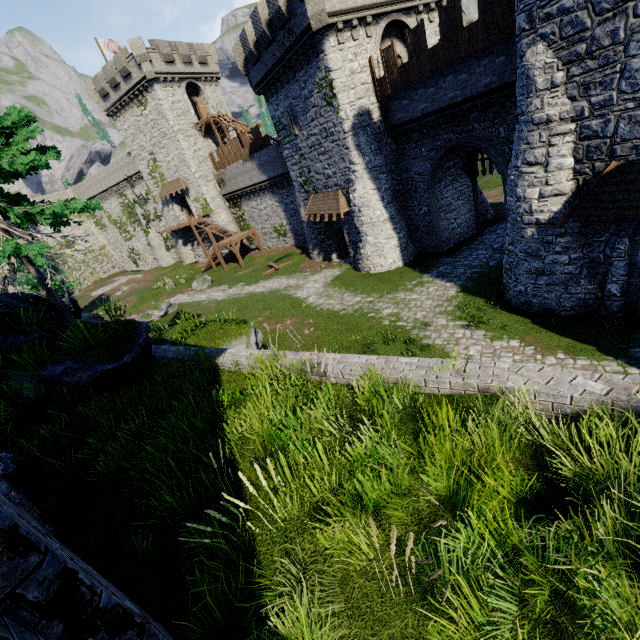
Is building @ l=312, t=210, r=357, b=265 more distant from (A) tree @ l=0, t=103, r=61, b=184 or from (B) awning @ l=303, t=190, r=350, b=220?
(A) tree @ l=0, t=103, r=61, b=184

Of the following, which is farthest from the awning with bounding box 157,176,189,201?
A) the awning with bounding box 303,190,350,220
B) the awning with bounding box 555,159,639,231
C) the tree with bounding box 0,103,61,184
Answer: the awning with bounding box 555,159,639,231

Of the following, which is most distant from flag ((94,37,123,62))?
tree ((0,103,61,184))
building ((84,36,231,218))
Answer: tree ((0,103,61,184))

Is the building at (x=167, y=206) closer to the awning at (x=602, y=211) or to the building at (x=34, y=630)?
the building at (x=34, y=630)

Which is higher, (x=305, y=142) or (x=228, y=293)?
(x=305, y=142)

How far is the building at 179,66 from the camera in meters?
33.3 m

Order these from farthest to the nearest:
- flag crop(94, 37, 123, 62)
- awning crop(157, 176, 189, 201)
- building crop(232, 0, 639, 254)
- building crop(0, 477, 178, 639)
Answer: awning crop(157, 176, 189, 201) < flag crop(94, 37, 123, 62) < building crop(232, 0, 639, 254) < building crop(0, 477, 178, 639)

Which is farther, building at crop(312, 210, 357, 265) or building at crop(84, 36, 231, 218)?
building at crop(84, 36, 231, 218)
